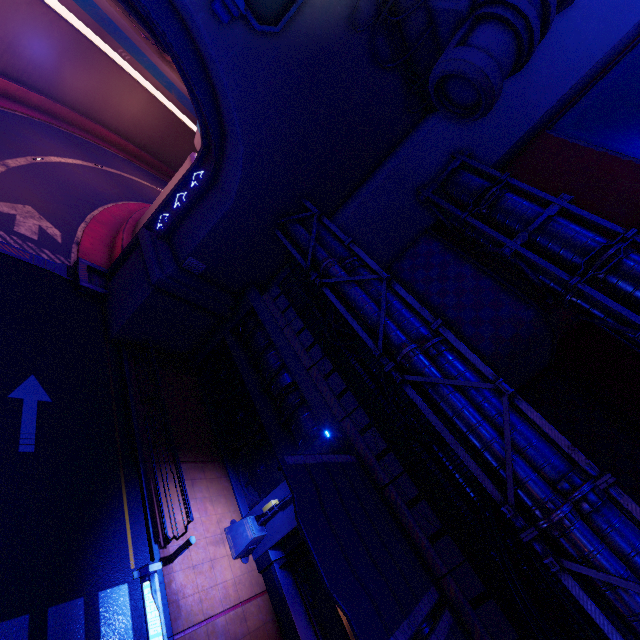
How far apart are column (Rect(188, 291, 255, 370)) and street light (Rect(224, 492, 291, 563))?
7.91m

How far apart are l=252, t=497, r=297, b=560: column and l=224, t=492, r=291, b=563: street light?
0.0 meters

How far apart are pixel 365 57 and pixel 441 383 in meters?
12.7 m

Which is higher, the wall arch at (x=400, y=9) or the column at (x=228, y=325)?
the wall arch at (x=400, y=9)

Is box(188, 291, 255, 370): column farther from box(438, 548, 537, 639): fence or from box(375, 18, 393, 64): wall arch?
box(438, 548, 537, 639): fence

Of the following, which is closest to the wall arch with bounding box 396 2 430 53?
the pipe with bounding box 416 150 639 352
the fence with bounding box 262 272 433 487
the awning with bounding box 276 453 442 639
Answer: the fence with bounding box 262 272 433 487

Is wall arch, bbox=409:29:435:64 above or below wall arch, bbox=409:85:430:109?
above

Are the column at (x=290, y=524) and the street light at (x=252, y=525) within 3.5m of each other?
yes
